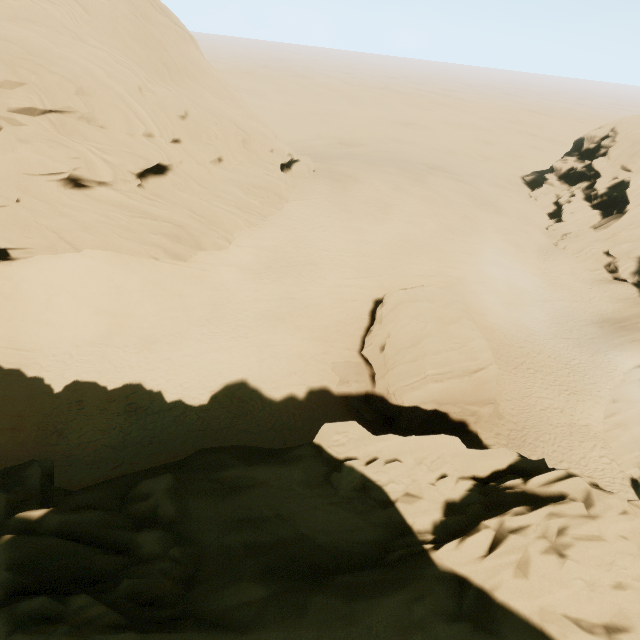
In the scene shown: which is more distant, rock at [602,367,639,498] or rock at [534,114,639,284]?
rock at [534,114,639,284]

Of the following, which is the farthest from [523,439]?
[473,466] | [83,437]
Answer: [83,437]

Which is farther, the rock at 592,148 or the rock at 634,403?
the rock at 592,148

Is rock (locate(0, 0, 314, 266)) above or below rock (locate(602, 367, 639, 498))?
above
